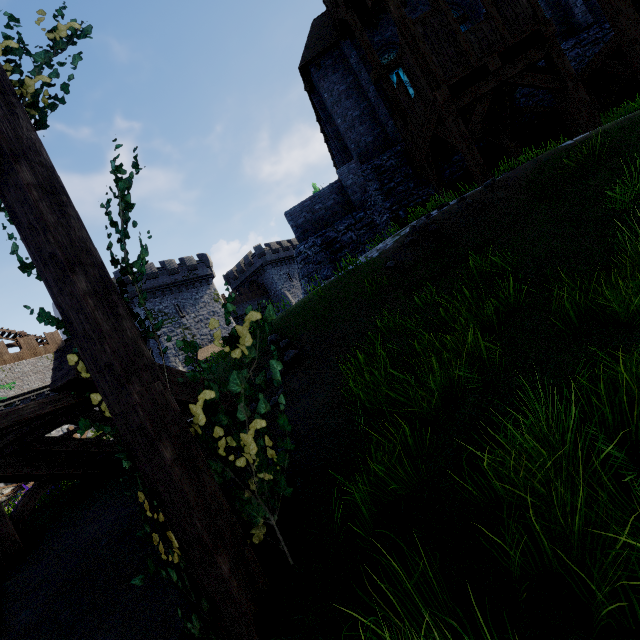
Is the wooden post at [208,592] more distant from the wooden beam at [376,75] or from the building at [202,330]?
the building at [202,330]

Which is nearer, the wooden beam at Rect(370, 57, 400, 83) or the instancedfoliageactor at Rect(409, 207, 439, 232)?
the instancedfoliageactor at Rect(409, 207, 439, 232)

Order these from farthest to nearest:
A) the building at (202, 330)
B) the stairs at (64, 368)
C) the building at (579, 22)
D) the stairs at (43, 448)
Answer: the building at (202, 330) < the building at (579, 22) < the stairs at (43, 448) < the stairs at (64, 368)

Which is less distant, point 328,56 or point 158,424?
point 158,424

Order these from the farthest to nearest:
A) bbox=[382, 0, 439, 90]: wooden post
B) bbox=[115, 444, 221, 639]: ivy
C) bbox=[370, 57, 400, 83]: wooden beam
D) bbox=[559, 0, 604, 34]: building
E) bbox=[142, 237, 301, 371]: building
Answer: bbox=[142, 237, 301, 371]: building
bbox=[559, 0, 604, 34]: building
bbox=[370, 57, 400, 83]: wooden beam
bbox=[382, 0, 439, 90]: wooden post
bbox=[115, 444, 221, 639]: ivy

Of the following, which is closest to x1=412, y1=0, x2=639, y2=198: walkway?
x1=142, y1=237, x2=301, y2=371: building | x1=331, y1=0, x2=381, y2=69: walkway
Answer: x1=331, y1=0, x2=381, y2=69: walkway

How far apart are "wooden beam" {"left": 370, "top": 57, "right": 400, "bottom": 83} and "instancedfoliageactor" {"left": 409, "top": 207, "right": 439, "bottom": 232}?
8.9 meters

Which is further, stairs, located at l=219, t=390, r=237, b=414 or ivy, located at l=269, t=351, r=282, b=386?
stairs, located at l=219, t=390, r=237, b=414
